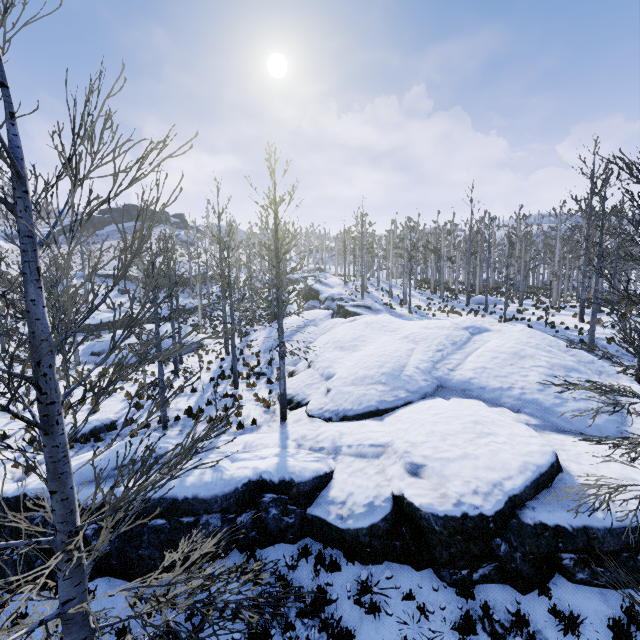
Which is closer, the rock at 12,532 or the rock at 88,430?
the rock at 12,532

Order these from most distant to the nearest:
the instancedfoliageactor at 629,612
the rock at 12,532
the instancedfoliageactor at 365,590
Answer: the rock at 12,532
the instancedfoliageactor at 365,590
the instancedfoliageactor at 629,612

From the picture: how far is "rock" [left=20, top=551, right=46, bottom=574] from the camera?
7.3m

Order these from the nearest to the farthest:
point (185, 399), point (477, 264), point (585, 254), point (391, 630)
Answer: point (391, 630) < point (185, 399) < point (585, 254) < point (477, 264)

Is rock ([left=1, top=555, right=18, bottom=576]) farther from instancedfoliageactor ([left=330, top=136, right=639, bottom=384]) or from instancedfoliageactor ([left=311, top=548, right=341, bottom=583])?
instancedfoliageactor ([left=330, top=136, right=639, bottom=384])

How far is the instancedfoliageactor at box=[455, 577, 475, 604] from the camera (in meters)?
6.29

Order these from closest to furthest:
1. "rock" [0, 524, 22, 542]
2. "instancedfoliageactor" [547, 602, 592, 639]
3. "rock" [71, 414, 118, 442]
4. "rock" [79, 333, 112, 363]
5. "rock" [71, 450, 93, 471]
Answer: "instancedfoliageactor" [547, 602, 592, 639], "rock" [0, 524, 22, 542], "rock" [71, 450, 93, 471], "rock" [71, 414, 118, 442], "rock" [79, 333, 112, 363]
